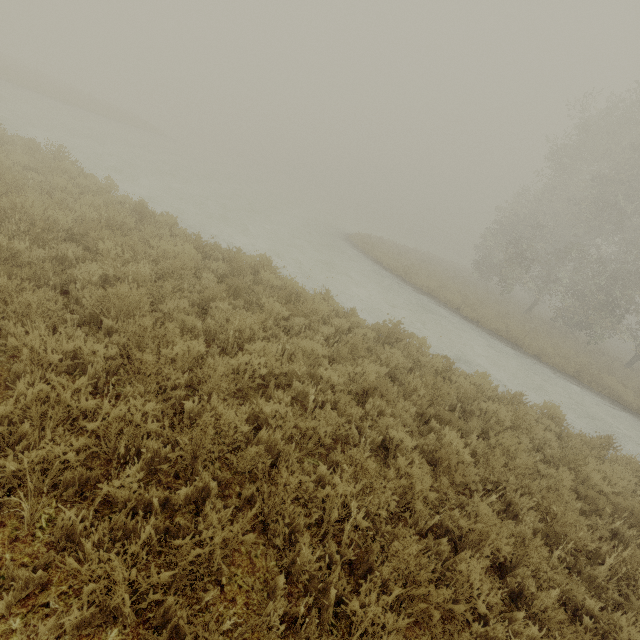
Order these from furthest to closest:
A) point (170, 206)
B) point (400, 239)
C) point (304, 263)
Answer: point (400, 239) < point (304, 263) < point (170, 206)
